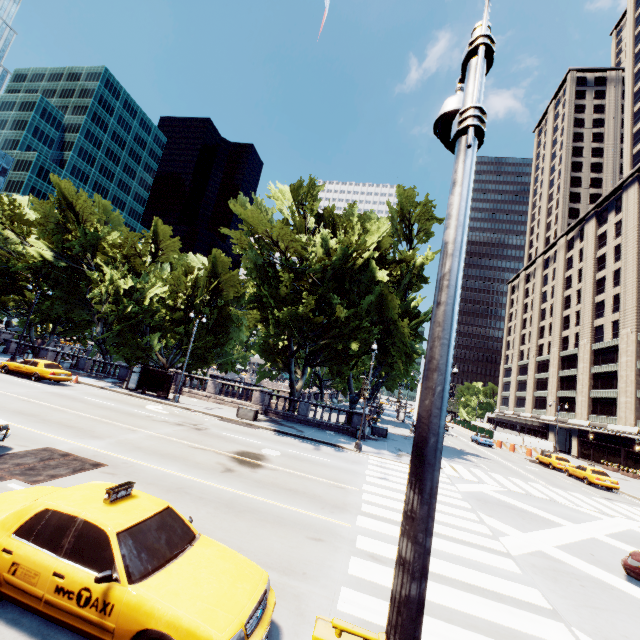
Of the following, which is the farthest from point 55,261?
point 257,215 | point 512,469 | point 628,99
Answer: point 628,99

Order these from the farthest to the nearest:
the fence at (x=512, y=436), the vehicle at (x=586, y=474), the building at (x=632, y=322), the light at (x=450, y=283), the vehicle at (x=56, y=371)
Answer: the fence at (x=512, y=436), the building at (x=632, y=322), the vehicle at (x=586, y=474), the vehicle at (x=56, y=371), the light at (x=450, y=283)

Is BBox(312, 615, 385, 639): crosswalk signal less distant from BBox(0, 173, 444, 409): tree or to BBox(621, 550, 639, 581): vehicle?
BBox(621, 550, 639, 581): vehicle

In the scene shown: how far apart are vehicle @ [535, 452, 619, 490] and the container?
28.33m

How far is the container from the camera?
24.4m

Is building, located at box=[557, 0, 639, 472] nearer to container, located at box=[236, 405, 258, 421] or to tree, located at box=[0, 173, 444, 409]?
tree, located at box=[0, 173, 444, 409]

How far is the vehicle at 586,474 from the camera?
26.4 meters

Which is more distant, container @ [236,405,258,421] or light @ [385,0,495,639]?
container @ [236,405,258,421]
